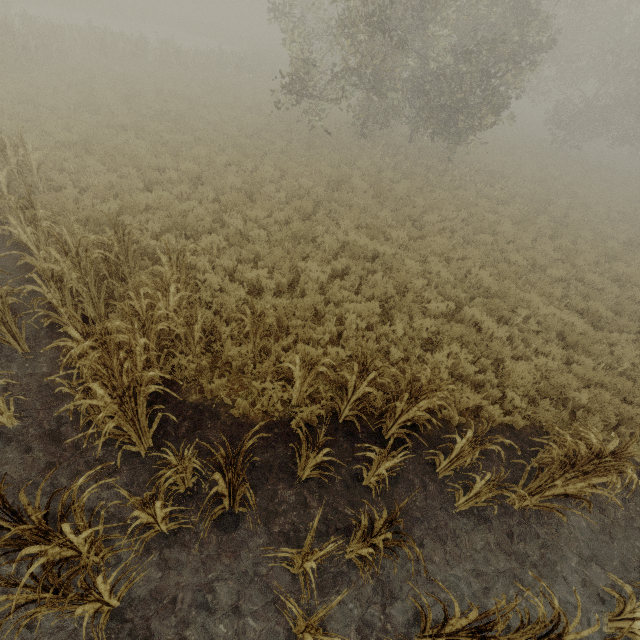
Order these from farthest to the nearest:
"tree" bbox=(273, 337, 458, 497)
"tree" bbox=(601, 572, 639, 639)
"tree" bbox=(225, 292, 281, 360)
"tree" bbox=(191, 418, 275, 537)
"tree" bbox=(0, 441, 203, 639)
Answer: "tree" bbox=(225, 292, 281, 360) → "tree" bbox=(273, 337, 458, 497) → "tree" bbox=(601, 572, 639, 639) → "tree" bbox=(191, 418, 275, 537) → "tree" bbox=(0, 441, 203, 639)

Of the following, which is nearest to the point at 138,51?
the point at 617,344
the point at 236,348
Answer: the point at 236,348

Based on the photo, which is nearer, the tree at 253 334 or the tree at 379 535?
the tree at 379 535

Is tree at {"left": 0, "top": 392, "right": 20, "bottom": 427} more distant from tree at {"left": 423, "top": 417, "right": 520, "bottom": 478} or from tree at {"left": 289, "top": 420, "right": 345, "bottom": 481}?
tree at {"left": 423, "top": 417, "right": 520, "bottom": 478}

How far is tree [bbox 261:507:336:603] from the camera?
3.01m

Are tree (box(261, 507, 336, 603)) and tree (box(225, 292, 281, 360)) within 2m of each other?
no

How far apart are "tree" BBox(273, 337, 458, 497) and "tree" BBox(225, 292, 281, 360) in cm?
153

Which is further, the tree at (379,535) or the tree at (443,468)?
the tree at (443,468)
